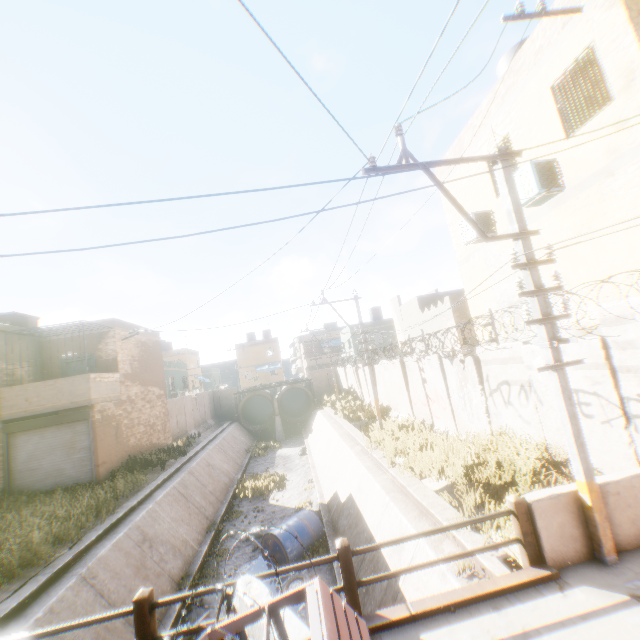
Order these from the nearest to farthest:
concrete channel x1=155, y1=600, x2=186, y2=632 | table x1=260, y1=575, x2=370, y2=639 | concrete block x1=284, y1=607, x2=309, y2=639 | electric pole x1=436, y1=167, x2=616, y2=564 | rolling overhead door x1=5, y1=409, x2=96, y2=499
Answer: table x1=260, y1=575, x2=370, y2=639 → concrete block x1=284, y1=607, x2=309, y2=639 → electric pole x1=436, y1=167, x2=616, y2=564 → concrete channel x1=155, y1=600, x2=186, y2=632 → rolling overhead door x1=5, y1=409, x2=96, y2=499

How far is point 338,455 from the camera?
16.0 meters

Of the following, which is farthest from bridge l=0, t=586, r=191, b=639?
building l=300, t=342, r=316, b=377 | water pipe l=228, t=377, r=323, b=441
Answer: building l=300, t=342, r=316, b=377

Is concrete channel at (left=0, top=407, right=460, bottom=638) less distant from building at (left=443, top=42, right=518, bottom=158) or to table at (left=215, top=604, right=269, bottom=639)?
building at (left=443, top=42, right=518, bottom=158)

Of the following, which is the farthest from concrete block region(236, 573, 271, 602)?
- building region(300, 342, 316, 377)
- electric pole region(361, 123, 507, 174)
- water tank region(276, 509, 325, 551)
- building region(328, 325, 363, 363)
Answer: building region(300, 342, 316, 377)

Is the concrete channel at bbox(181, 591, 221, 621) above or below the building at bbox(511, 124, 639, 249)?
below

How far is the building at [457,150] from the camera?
9.4 meters

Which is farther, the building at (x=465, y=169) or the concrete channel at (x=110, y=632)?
the building at (x=465, y=169)
